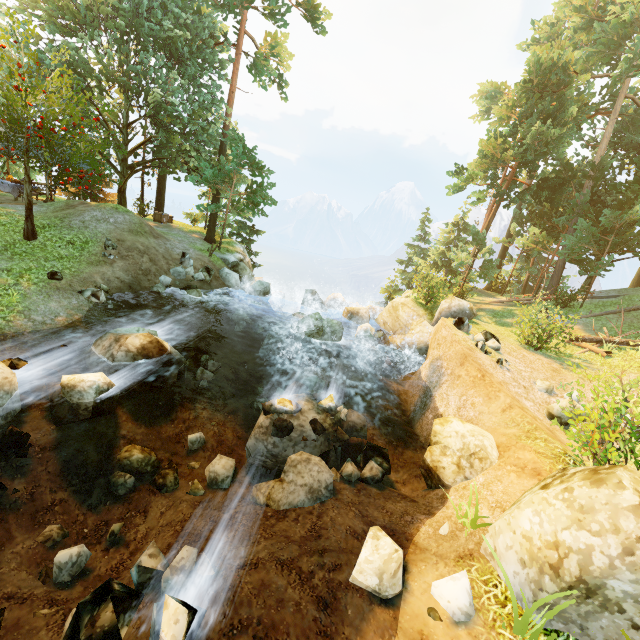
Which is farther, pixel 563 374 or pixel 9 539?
pixel 563 374

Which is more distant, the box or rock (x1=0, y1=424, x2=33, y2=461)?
the box

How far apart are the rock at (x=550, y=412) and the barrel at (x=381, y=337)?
7.4m

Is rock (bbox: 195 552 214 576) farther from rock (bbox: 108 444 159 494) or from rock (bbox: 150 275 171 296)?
rock (bbox: 150 275 171 296)

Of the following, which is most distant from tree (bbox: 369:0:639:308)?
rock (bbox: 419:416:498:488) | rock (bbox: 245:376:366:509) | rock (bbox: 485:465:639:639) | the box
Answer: rock (bbox: 245:376:366:509)

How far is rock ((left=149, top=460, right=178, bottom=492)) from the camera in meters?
8.1

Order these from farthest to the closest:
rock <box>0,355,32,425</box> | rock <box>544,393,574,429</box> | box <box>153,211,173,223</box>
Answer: box <box>153,211,173,223</box> → rock <box>544,393,574,429</box> → rock <box>0,355,32,425</box>

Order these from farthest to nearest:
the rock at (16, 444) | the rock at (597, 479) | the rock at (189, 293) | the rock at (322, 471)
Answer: the rock at (189, 293) → the rock at (322, 471) → the rock at (16, 444) → the rock at (597, 479)
